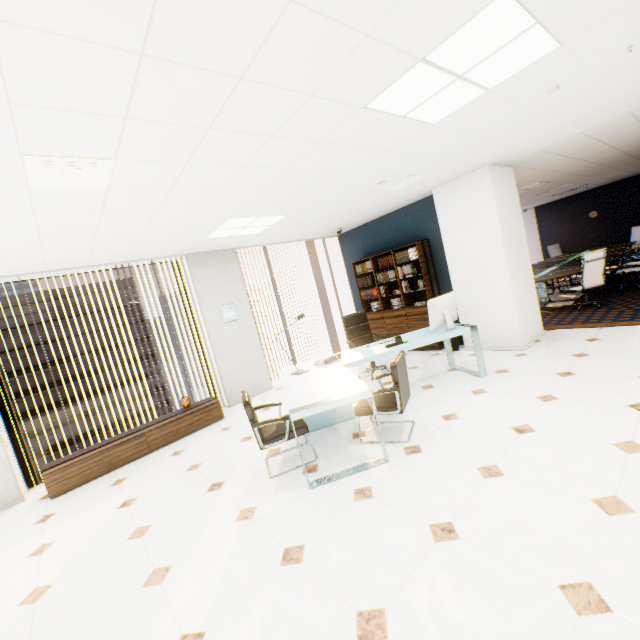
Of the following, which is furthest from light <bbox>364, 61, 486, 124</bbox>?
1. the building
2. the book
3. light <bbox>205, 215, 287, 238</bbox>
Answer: the building

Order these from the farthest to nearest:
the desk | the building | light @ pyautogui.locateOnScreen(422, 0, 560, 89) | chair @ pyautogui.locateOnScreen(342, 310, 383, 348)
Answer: the building, chair @ pyautogui.locateOnScreen(342, 310, 383, 348), the desk, light @ pyautogui.locateOnScreen(422, 0, 560, 89)

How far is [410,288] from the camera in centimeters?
693cm

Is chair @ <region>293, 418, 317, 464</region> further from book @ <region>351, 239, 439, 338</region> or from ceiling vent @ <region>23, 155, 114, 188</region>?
book @ <region>351, 239, 439, 338</region>

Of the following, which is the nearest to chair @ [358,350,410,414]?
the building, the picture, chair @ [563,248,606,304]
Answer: the picture

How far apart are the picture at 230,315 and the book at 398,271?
2.91m

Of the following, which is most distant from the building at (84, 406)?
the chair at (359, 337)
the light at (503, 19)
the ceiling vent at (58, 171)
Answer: the light at (503, 19)

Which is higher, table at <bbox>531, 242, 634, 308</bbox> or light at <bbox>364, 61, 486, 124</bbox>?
light at <bbox>364, 61, 486, 124</bbox>
